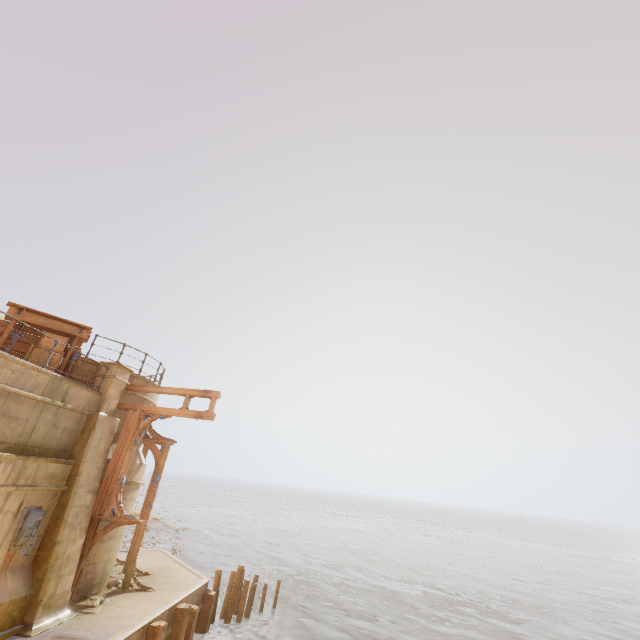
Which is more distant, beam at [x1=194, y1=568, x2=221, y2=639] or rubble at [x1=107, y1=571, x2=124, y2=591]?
beam at [x1=194, y1=568, x2=221, y2=639]

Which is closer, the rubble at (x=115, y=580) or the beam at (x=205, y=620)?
the rubble at (x=115, y=580)

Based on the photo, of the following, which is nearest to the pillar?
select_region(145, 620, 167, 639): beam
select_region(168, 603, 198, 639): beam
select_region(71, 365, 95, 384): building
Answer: select_region(71, 365, 95, 384): building

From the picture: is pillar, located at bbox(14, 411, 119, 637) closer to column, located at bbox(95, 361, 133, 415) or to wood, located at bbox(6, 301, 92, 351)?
column, located at bbox(95, 361, 133, 415)

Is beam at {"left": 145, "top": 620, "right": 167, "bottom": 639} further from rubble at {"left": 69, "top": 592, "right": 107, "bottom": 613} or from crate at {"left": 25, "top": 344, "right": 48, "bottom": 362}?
crate at {"left": 25, "top": 344, "right": 48, "bottom": 362}

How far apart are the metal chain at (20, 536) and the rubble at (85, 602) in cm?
263

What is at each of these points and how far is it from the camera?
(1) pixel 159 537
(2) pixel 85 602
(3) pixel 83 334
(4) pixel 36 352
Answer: (1) rock, 31.2m
(2) rubble, 9.6m
(3) wood, 11.1m
(4) crate, 9.7m

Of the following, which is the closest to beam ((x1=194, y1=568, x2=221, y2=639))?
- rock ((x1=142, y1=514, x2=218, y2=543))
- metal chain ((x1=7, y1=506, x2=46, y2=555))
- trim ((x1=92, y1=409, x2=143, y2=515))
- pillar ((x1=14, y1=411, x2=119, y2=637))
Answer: pillar ((x1=14, y1=411, x2=119, y2=637))
